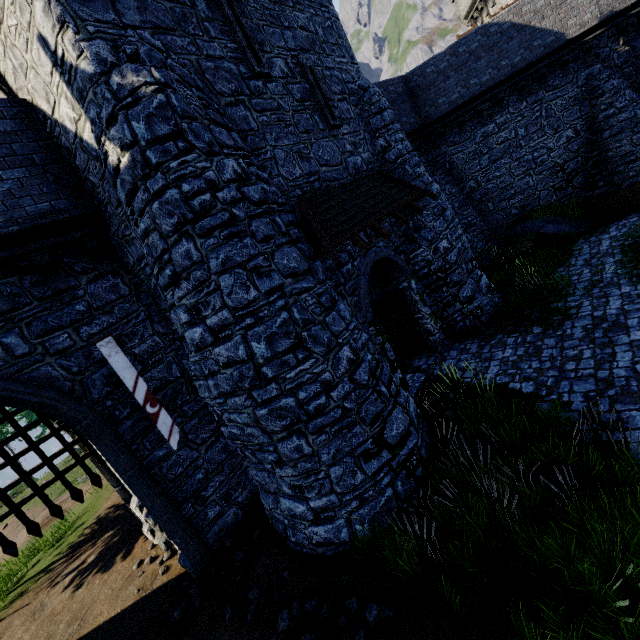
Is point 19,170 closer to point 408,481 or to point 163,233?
point 163,233

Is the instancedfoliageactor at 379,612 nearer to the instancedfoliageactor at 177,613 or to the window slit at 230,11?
the instancedfoliageactor at 177,613

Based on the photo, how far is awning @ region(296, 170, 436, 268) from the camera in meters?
7.1 m

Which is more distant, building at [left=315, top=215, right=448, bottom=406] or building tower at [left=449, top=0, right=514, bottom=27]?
building tower at [left=449, top=0, right=514, bottom=27]

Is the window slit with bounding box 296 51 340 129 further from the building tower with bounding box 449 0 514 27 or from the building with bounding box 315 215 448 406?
the building tower with bounding box 449 0 514 27

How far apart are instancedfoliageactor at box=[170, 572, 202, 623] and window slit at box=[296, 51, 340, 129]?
12.5m

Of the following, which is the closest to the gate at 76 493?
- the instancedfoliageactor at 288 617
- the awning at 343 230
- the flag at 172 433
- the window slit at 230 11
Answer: the flag at 172 433

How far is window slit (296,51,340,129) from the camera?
9.0m
